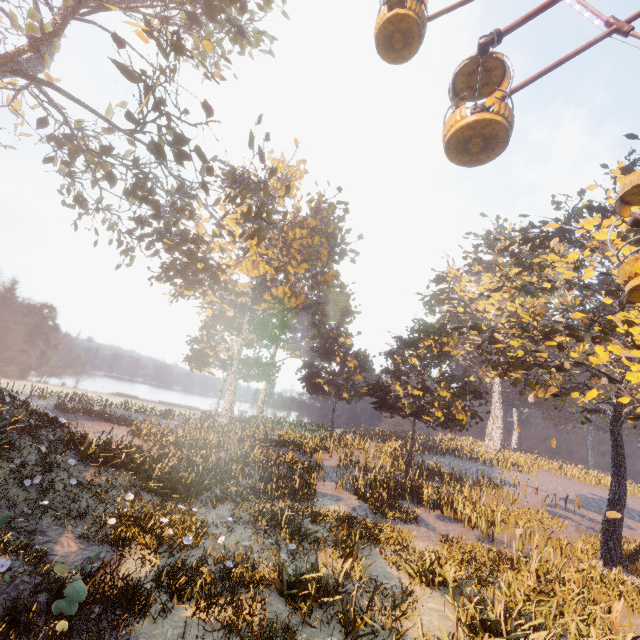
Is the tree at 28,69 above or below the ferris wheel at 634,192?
above

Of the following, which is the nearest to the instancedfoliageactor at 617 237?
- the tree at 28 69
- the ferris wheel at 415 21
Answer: the ferris wheel at 415 21

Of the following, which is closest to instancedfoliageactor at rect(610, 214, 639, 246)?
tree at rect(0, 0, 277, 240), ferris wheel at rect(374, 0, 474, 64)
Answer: ferris wheel at rect(374, 0, 474, 64)

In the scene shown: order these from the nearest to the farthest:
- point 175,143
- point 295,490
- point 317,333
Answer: point 175,143 < point 295,490 < point 317,333

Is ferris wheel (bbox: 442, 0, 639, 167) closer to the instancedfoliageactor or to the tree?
the instancedfoliageactor

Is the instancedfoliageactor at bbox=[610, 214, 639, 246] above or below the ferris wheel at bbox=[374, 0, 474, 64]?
below
